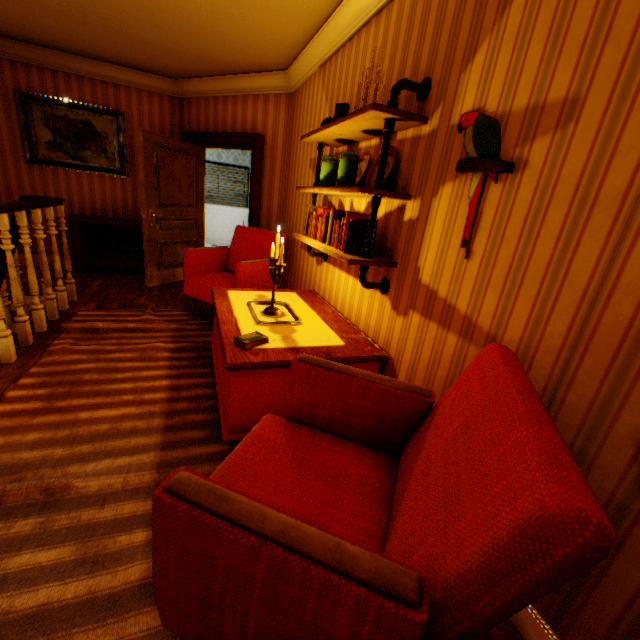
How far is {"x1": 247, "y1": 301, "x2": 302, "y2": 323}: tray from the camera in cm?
254

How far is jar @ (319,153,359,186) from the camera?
2.29m

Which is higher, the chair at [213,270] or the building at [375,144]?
the building at [375,144]

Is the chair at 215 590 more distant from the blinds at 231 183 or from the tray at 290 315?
→ the blinds at 231 183

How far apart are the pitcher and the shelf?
0.08m

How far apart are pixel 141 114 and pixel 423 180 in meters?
5.6

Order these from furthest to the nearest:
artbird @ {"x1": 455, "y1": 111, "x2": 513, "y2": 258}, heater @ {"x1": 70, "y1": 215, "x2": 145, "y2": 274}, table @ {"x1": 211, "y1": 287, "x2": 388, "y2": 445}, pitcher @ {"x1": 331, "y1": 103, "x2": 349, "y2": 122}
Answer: heater @ {"x1": 70, "y1": 215, "x2": 145, "y2": 274} < pitcher @ {"x1": 331, "y1": 103, "x2": 349, "y2": 122} < table @ {"x1": 211, "y1": 287, "x2": 388, "y2": 445} < artbird @ {"x1": 455, "y1": 111, "x2": 513, "y2": 258}

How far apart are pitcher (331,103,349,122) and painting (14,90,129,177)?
4.49m
